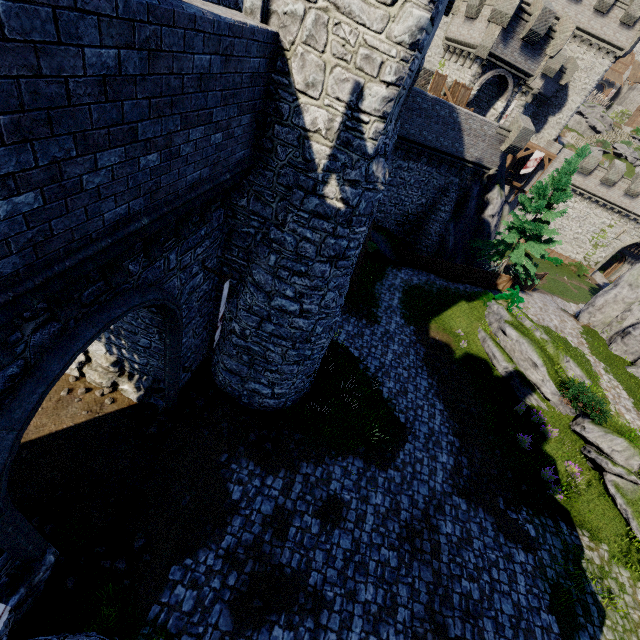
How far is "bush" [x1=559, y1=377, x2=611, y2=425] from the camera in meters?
15.3

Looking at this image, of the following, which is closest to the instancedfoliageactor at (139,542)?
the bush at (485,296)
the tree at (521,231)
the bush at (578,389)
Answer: the bush at (578,389)

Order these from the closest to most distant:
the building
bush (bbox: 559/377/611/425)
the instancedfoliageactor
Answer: the building
the instancedfoliageactor
bush (bbox: 559/377/611/425)

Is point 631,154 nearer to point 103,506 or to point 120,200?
point 120,200

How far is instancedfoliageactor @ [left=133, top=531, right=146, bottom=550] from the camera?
8.7m

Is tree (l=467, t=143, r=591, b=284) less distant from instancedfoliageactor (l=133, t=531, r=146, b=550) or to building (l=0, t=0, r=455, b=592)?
building (l=0, t=0, r=455, b=592)

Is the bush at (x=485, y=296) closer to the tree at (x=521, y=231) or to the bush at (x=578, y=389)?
the tree at (x=521, y=231)

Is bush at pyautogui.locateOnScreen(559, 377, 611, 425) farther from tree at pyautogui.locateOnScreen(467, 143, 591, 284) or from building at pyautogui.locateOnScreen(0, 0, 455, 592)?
building at pyautogui.locateOnScreen(0, 0, 455, 592)
